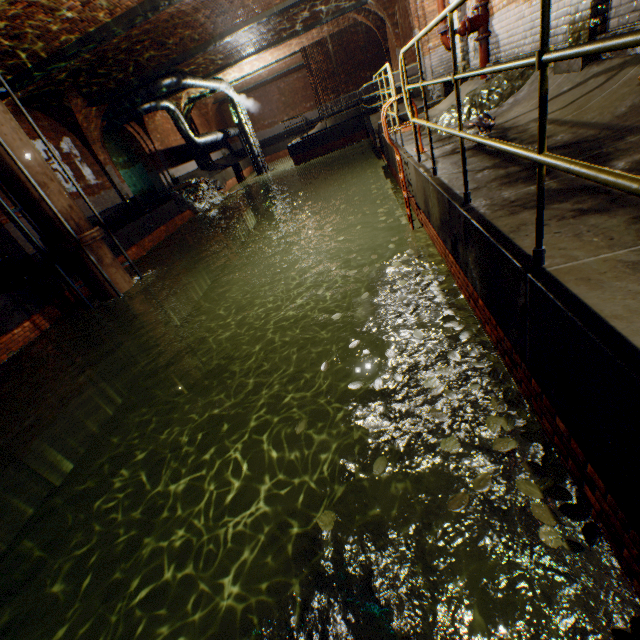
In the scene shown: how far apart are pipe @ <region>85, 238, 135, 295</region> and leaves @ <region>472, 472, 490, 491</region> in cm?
955

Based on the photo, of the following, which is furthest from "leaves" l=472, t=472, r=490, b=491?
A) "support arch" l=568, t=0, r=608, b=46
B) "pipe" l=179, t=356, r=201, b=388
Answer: "pipe" l=179, t=356, r=201, b=388

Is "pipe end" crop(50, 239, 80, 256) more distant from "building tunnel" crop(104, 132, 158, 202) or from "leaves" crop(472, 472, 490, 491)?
"leaves" crop(472, 472, 490, 491)

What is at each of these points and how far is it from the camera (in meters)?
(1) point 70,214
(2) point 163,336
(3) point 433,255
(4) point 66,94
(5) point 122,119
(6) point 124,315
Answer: (1) pipe, 7.88
(2) pipe, 9.91
(3) leaves, 4.78
(4) support arch, 11.81
(5) pipe, 15.52
(6) pipe, 9.12

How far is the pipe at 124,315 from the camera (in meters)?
8.26

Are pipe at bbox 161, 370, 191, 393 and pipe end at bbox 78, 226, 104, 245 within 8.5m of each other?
yes

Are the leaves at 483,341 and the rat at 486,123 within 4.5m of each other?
yes

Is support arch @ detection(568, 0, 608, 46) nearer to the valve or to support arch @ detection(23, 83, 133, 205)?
support arch @ detection(23, 83, 133, 205)
